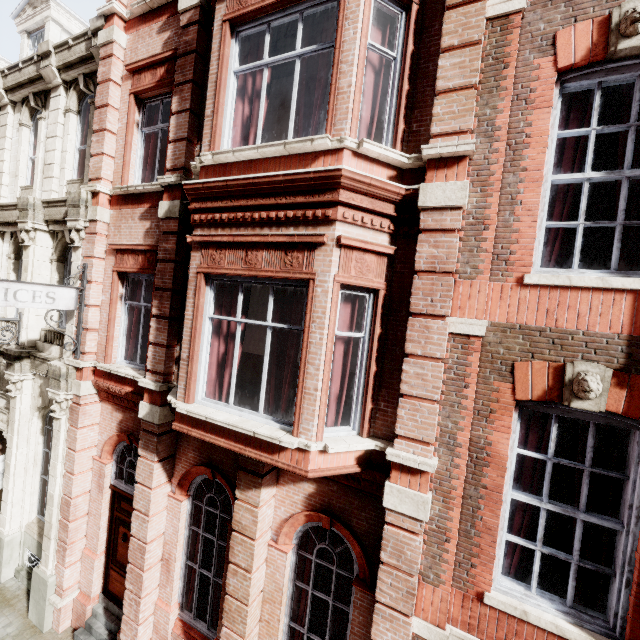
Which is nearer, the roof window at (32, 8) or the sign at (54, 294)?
the sign at (54, 294)

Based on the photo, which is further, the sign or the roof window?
the roof window

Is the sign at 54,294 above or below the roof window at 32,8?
below

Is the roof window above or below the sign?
above

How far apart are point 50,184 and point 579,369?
12.2m
